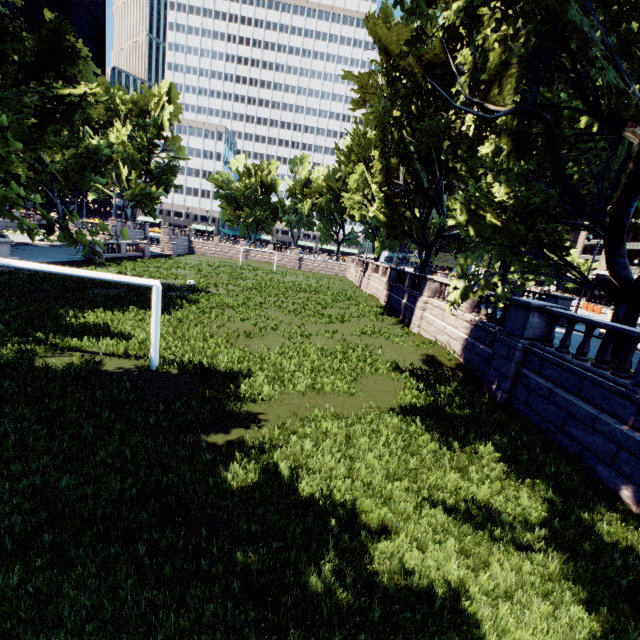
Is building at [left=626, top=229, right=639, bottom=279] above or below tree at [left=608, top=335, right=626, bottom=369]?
above

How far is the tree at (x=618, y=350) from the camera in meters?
10.3 m

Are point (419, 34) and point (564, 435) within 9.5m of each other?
no

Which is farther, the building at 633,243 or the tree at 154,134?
the building at 633,243

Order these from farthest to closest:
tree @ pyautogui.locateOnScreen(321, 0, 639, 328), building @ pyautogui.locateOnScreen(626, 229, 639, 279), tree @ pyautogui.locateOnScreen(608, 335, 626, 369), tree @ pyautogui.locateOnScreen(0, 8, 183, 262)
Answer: building @ pyautogui.locateOnScreen(626, 229, 639, 279)
tree @ pyautogui.locateOnScreen(608, 335, 626, 369)
tree @ pyautogui.locateOnScreen(321, 0, 639, 328)
tree @ pyautogui.locateOnScreen(0, 8, 183, 262)

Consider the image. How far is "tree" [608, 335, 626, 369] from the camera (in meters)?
10.27

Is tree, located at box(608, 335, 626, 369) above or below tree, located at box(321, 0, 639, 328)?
below

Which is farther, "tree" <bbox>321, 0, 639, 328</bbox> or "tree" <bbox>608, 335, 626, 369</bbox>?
"tree" <bbox>608, 335, 626, 369</bbox>
